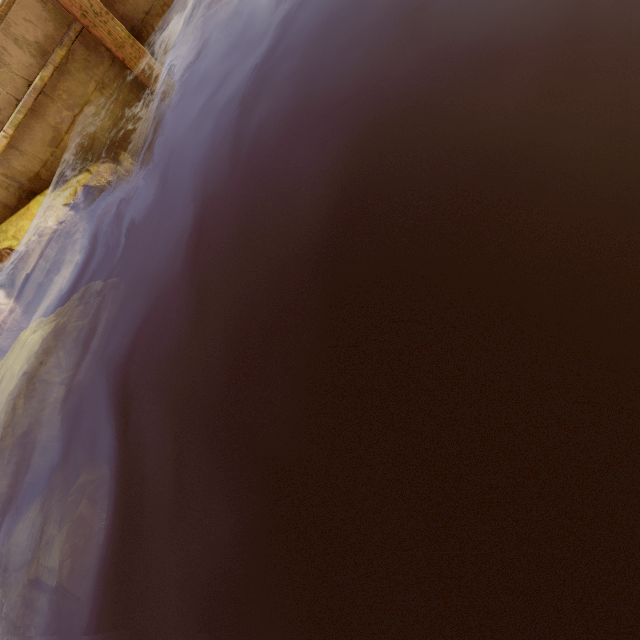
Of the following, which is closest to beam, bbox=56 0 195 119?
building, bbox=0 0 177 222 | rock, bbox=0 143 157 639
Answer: building, bbox=0 0 177 222

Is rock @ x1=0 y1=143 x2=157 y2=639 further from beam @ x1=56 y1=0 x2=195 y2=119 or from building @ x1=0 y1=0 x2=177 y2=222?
beam @ x1=56 y1=0 x2=195 y2=119

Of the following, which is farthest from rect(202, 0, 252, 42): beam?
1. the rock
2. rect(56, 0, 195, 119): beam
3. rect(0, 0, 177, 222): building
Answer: the rock

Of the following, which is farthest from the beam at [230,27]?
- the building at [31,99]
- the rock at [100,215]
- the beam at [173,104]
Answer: the rock at [100,215]

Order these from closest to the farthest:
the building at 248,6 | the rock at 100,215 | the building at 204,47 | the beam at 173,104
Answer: the rock at 100,215 → the beam at 173,104 → the building at 204,47 → the building at 248,6

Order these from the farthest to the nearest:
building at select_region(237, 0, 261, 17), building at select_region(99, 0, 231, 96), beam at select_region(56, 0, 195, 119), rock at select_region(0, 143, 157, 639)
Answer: building at select_region(237, 0, 261, 17) → building at select_region(99, 0, 231, 96) → beam at select_region(56, 0, 195, 119) → rock at select_region(0, 143, 157, 639)

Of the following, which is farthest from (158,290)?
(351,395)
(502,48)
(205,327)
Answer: (502,48)
